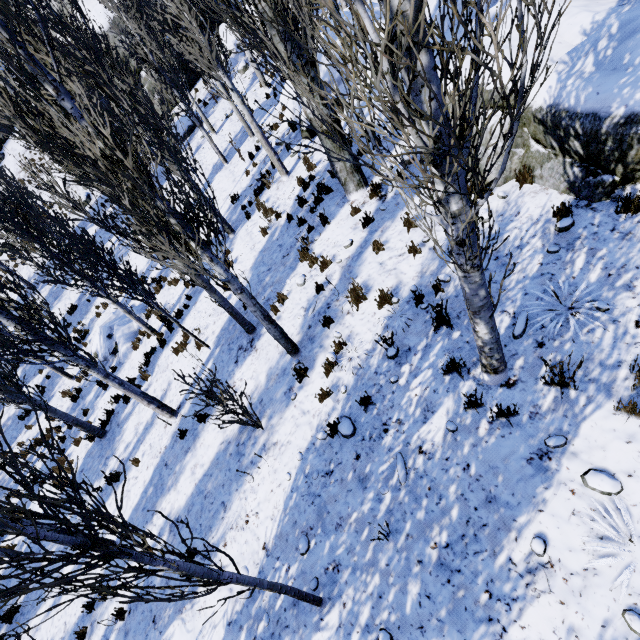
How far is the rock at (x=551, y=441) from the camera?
3.58m

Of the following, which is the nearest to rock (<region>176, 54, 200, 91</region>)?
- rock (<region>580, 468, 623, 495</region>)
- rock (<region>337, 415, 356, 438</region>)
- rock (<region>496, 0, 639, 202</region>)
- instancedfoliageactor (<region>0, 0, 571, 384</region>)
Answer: instancedfoliageactor (<region>0, 0, 571, 384</region>)

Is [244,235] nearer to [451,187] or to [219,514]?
[219,514]

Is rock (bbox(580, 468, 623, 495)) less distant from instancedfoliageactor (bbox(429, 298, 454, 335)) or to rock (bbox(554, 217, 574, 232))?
instancedfoliageactor (bbox(429, 298, 454, 335))

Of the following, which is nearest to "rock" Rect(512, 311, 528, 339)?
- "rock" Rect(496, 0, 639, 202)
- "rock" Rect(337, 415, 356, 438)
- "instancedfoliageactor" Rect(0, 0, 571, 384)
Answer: "instancedfoliageactor" Rect(0, 0, 571, 384)

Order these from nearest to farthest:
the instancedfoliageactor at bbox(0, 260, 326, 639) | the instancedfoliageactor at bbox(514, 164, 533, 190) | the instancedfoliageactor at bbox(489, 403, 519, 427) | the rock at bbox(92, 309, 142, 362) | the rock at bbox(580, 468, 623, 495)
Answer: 1. the instancedfoliageactor at bbox(0, 260, 326, 639)
2. the rock at bbox(580, 468, 623, 495)
3. the instancedfoliageactor at bbox(489, 403, 519, 427)
4. the instancedfoliageactor at bbox(514, 164, 533, 190)
5. the rock at bbox(92, 309, 142, 362)

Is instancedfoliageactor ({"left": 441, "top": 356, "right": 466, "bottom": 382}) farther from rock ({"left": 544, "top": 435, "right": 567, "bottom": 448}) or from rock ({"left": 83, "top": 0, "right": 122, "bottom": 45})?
rock ({"left": 83, "top": 0, "right": 122, "bottom": 45})

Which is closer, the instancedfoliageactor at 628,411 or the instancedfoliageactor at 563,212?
the instancedfoliageactor at 628,411
